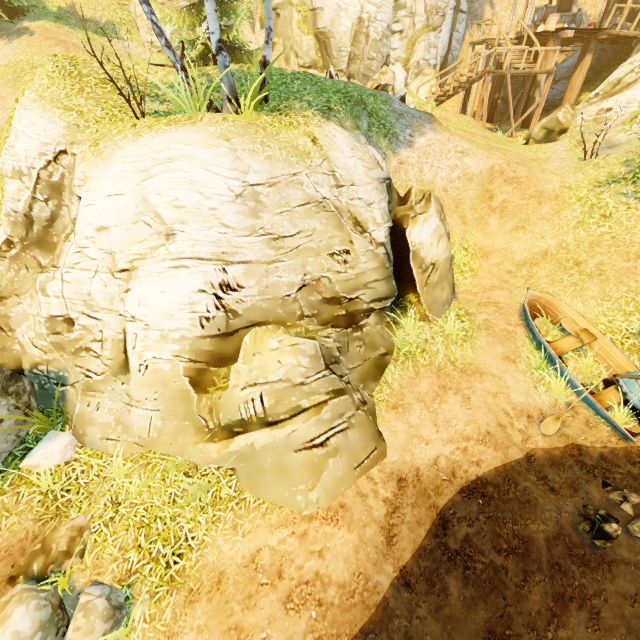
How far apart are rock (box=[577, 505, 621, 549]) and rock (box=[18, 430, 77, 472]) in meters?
9.7 m

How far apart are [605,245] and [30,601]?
14.1m

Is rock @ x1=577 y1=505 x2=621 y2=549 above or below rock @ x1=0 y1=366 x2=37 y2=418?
below

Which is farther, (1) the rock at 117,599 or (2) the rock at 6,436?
(2) the rock at 6,436

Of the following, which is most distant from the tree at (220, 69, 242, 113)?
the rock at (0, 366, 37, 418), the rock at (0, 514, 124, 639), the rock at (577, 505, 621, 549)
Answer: the rock at (577, 505, 621, 549)

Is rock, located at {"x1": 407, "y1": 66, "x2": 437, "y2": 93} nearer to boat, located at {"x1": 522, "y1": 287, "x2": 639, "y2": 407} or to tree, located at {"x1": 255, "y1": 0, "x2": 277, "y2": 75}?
tree, located at {"x1": 255, "y1": 0, "x2": 277, "y2": 75}

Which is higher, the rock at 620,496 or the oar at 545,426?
the oar at 545,426

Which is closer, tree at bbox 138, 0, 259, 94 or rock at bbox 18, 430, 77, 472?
rock at bbox 18, 430, 77, 472
